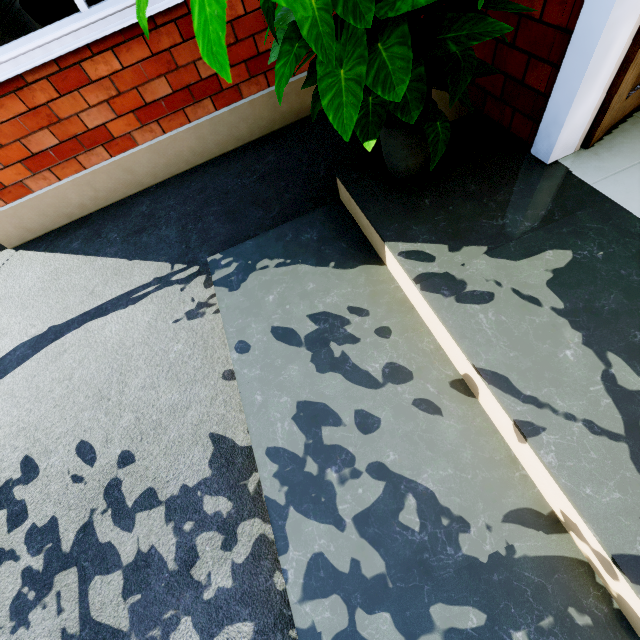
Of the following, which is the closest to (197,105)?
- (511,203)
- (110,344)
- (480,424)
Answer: (110,344)

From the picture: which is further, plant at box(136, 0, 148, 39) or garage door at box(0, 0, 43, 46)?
garage door at box(0, 0, 43, 46)

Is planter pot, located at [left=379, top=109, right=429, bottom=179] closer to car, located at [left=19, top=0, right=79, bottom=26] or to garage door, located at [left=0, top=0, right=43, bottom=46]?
garage door, located at [left=0, top=0, right=43, bottom=46]

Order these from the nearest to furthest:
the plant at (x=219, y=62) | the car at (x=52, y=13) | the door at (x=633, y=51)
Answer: the plant at (x=219, y=62) → the door at (x=633, y=51) → the car at (x=52, y=13)

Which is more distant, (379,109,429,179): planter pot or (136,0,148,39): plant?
(379,109,429,179): planter pot

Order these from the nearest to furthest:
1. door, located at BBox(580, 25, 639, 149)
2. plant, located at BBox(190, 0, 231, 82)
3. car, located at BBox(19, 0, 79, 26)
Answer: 1. plant, located at BBox(190, 0, 231, 82)
2. door, located at BBox(580, 25, 639, 149)
3. car, located at BBox(19, 0, 79, 26)

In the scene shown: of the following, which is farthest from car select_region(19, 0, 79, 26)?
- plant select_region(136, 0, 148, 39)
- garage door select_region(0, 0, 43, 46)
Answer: plant select_region(136, 0, 148, 39)

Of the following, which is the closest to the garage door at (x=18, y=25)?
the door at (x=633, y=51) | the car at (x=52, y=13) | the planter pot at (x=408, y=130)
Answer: the car at (x=52, y=13)
